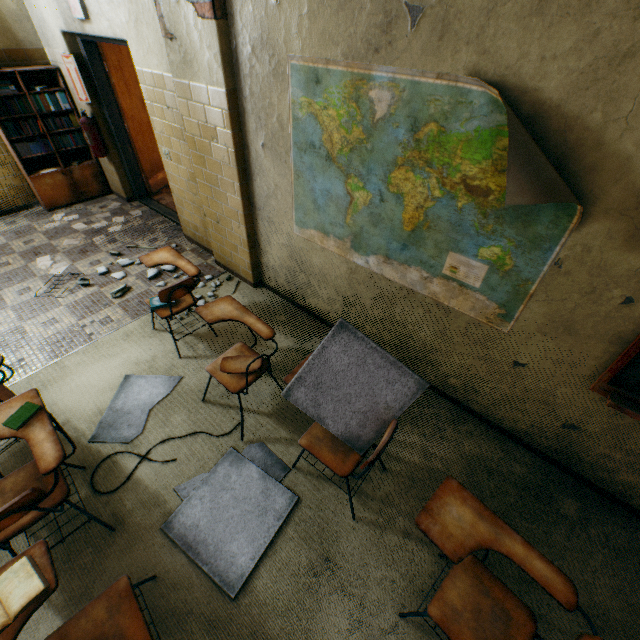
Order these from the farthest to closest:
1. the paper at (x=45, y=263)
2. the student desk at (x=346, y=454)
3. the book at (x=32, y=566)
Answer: the paper at (x=45, y=263), the student desk at (x=346, y=454), the book at (x=32, y=566)

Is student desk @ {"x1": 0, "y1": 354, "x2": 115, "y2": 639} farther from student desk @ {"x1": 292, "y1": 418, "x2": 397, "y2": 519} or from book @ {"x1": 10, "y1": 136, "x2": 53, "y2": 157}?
book @ {"x1": 10, "y1": 136, "x2": 53, "y2": 157}

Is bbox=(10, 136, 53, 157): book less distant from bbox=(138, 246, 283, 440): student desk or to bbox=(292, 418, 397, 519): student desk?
bbox=(138, 246, 283, 440): student desk

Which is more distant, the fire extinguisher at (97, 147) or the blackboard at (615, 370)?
the fire extinguisher at (97, 147)

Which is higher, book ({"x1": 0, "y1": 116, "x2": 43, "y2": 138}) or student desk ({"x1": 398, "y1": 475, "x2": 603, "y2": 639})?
book ({"x1": 0, "y1": 116, "x2": 43, "y2": 138})

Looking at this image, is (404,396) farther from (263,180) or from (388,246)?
(263,180)

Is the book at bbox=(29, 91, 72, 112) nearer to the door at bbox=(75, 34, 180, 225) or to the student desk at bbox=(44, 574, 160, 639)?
the door at bbox=(75, 34, 180, 225)

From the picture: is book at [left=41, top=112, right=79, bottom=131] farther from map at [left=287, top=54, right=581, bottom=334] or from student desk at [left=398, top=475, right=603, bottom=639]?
student desk at [left=398, top=475, right=603, bottom=639]
